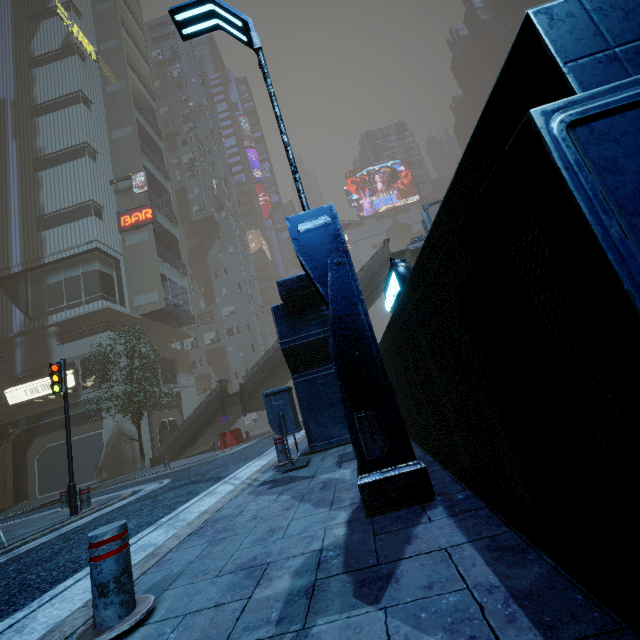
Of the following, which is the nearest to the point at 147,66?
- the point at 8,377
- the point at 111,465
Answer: the point at 8,377

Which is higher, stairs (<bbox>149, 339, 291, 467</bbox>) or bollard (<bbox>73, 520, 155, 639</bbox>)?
stairs (<bbox>149, 339, 291, 467</bbox>)

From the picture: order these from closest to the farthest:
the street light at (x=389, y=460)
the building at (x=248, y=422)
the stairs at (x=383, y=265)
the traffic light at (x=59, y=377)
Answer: the street light at (x=389, y=460), the traffic light at (x=59, y=377), the stairs at (x=383, y=265), the building at (x=248, y=422)

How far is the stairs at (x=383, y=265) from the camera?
21.4m

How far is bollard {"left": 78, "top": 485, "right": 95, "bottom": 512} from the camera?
8.28m

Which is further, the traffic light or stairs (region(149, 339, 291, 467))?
stairs (region(149, 339, 291, 467))

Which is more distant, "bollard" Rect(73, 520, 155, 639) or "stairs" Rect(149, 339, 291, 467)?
"stairs" Rect(149, 339, 291, 467)

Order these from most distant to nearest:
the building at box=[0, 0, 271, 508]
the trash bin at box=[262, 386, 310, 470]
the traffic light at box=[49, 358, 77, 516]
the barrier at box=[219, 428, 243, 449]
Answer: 1. the building at box=[0, 0, 271, 508]
2. the barrier at box=[219, 428, 243, 449]
3. the traffic light at box=[49, 358, 77, 516]
4. the trash bin at box=[262, 386, 310, 470]
